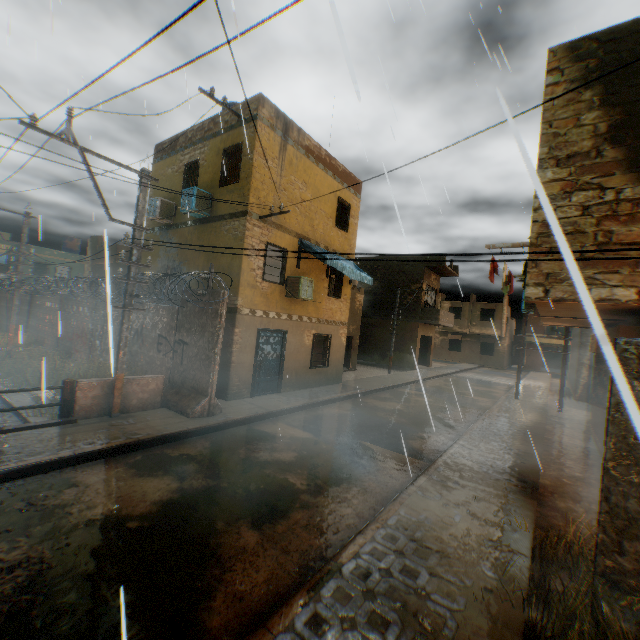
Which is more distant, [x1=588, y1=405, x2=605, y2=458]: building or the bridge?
[x1=588, y1=405, x2=605, y2=458]: building

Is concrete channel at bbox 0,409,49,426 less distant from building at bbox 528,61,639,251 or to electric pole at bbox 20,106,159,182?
building at bbox 528,61,639,251

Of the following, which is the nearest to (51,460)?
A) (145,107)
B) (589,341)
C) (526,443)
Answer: (145,107)

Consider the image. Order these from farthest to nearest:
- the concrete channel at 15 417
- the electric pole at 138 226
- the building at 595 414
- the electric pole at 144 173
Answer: the building at 595 414
the concrete channel at 15 417
the electric pole at 138 226
the electric pole at 144 173

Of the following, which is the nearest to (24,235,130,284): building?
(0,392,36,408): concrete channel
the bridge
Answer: (0,392,36,408): concrete channel

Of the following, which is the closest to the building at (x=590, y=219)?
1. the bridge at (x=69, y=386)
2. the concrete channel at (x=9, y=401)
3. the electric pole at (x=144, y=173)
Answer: the concrete channel at (x=9, y=401)

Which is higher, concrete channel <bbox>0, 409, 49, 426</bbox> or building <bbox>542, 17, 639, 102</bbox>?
building <bbox>542, 17, 639, 102</bbox>

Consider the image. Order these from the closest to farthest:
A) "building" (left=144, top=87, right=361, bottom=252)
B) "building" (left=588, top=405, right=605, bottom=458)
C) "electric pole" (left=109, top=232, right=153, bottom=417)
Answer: "electric pole" (left=109, top=232, right=153, bottom=417) < "building" (left=588, top=405, right=605, bottom=458) < "building" (left=144, top=87, right=361, bottom=252)
